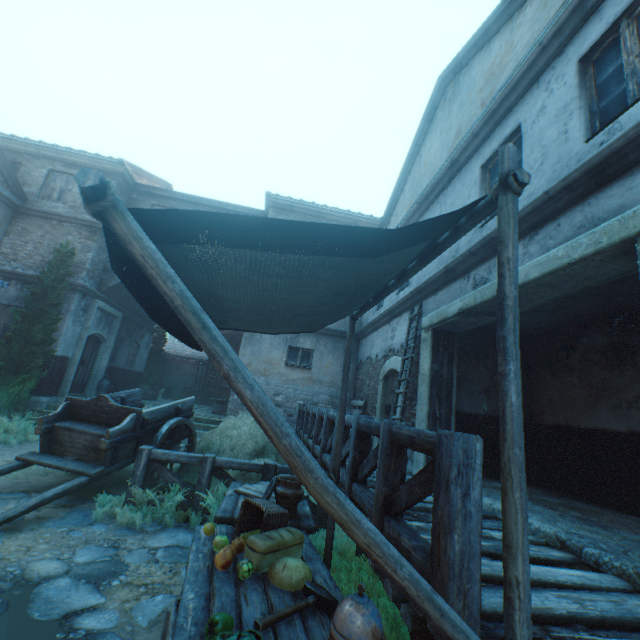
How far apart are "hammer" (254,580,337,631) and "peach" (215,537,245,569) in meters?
0.6 m

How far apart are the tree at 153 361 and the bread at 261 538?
18.95m

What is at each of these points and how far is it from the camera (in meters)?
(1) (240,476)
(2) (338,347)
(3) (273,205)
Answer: (1) plants, 6.03
(2) building, 12.56
(3) building, 13.47

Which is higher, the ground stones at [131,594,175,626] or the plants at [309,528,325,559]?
the plants at [309,528,325,559]

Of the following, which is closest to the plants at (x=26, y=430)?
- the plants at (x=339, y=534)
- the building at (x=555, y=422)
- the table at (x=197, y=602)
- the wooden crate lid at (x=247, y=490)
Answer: the building at (x=555, y=422)

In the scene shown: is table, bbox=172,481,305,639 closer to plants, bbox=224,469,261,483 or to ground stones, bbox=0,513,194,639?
ground stones, bbox=0,513,194,639

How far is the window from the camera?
→ 12.11m

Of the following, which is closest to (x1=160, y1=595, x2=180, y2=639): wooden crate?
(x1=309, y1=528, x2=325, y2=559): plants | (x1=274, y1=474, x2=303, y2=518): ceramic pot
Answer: (x1=274, y1=474, x2=303, y2=518): ceramic pot
